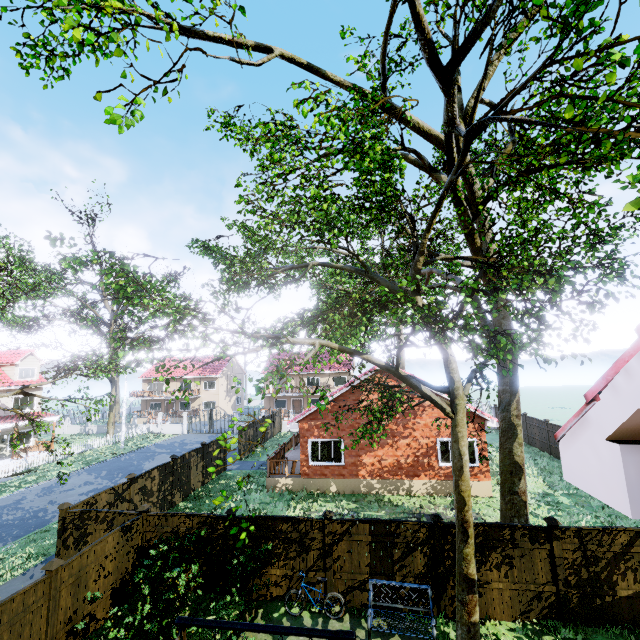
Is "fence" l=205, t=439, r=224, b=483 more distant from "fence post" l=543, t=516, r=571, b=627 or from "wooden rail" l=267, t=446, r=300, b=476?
"wooden rail" l=267, t=446, r=300, b=476

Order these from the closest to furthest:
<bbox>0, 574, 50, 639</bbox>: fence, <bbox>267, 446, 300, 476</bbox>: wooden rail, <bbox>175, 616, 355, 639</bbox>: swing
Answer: <bbox>175, 616, 355, 639</bbox>: swing
<bbox>0, 574, 50, 639</bbox>: fence
<bbox>267, 446, 300, 476</bbox>: wooden rail

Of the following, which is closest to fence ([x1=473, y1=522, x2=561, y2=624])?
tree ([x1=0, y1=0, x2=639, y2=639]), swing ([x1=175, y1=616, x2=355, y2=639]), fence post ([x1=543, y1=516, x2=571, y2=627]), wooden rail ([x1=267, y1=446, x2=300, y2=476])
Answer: fence post ([x1=543, y1=516, x2=571, y2=627])

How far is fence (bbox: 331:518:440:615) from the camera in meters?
8.9 m

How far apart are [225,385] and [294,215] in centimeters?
4695cm

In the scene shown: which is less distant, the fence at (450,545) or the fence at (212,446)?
the fence at (450,545)

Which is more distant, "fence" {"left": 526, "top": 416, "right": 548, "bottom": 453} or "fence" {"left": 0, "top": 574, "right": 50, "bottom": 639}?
"fence" {"left": 526, "top": 416, "right": 548, "bottom": 453}

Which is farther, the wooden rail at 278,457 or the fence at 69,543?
the wooden rail at 278,457
